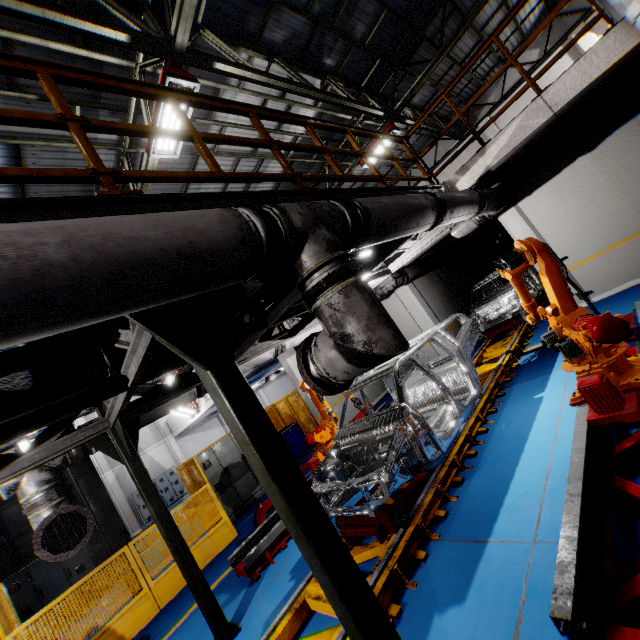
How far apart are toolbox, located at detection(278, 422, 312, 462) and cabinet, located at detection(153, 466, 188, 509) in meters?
13.7

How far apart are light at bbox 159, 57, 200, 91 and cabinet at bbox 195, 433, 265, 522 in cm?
811

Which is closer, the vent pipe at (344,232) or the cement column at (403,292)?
the vent pipe at (344,232)

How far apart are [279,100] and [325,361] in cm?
893

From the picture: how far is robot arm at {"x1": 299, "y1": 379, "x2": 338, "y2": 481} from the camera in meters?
7.5

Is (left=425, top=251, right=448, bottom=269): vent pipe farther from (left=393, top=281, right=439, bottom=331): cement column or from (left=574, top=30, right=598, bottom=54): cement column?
(left=574, top=30, right=598, bottom=54): cement column

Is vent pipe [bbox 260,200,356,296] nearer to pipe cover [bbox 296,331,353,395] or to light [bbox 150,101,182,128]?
pipe cover [bbox 296,331,353,395]

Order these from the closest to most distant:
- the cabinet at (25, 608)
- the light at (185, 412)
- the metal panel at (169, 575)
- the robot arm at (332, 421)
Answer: the metal panel at (169, 575), the robot arm at (332, 421), the cabinet at (25, 608), the light at (185, 412)
